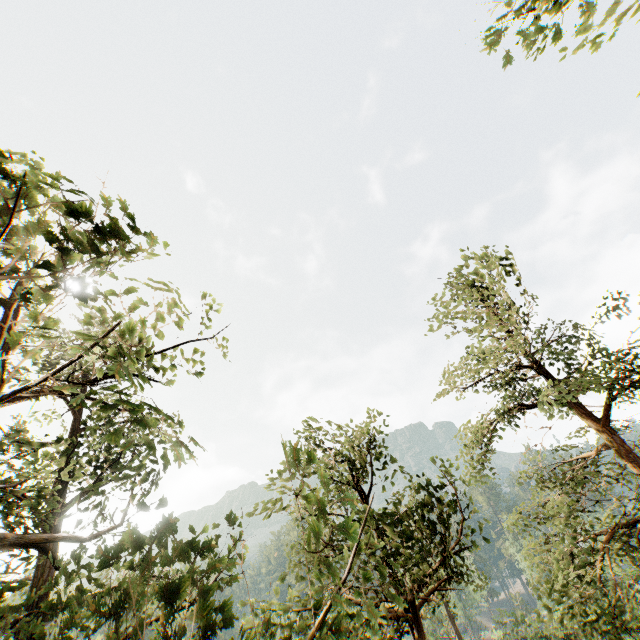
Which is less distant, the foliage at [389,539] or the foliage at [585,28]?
the foliage at [389,539]

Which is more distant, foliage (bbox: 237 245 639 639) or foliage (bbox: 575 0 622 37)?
foliage (bbox: 575 0 622 37)

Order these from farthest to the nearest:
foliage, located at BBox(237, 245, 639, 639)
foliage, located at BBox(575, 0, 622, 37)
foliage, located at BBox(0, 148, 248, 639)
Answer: foliage, located at BBox(575, 0, 622, 37) → foliage, located at BBox(237, 245, 639, 639) → foliage, located at BBox(0, 148, 248, 639)

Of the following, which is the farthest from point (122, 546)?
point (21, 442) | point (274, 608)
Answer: point (274, 608)

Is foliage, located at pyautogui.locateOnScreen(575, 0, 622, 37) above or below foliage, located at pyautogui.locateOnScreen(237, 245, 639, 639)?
above
